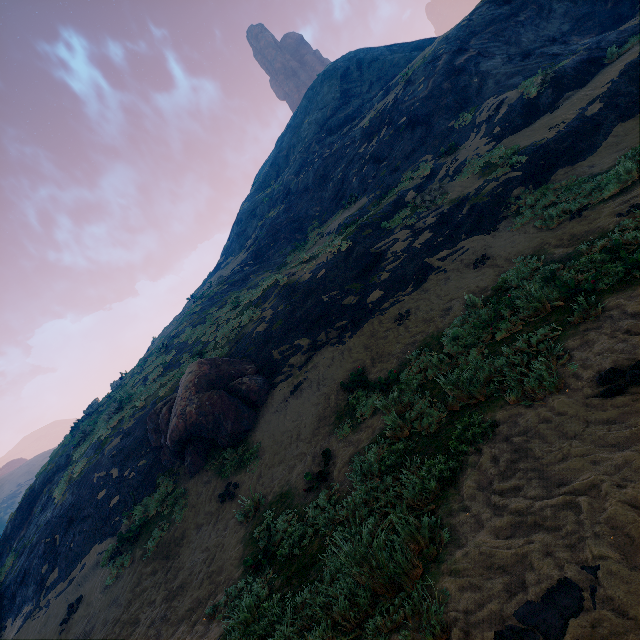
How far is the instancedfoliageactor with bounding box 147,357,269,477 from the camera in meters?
10.4 m

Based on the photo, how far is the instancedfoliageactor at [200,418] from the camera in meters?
10.4 m

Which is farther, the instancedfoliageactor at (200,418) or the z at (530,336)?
the instancedfoliageactor at (200,418)

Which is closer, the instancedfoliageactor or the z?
the z

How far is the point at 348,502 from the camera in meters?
4.6
